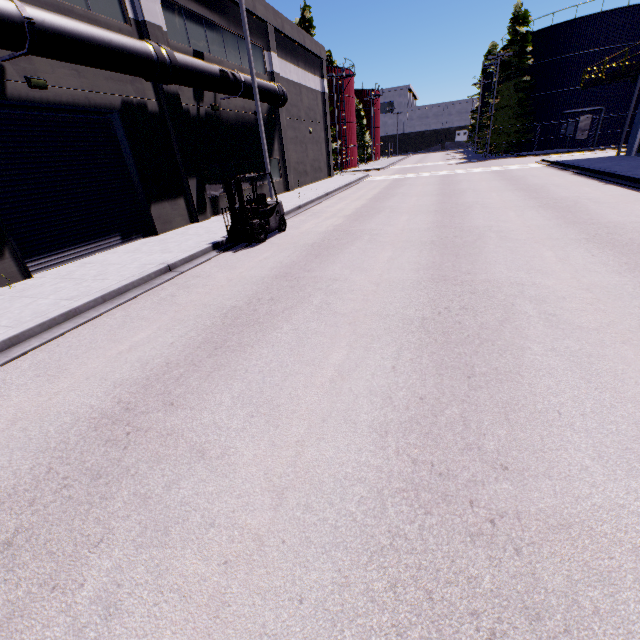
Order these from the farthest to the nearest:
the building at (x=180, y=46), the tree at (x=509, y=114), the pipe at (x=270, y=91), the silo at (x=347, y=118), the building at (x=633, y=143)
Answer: the silo at (x=347, y=118), the tree at (x=509, y=114), the building at (x=633, y=143), the pipe at (x=270, y=91), the building at (x=180, y=46)

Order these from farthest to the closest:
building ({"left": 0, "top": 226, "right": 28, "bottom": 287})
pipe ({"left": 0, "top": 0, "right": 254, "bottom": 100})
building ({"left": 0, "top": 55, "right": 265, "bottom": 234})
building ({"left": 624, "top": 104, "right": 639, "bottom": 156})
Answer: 1. building ({"left": 624, "top": 104, "right": 639, "bottom": 156})
2. building ({"left": 0, "top": 55, "right": 265, "bottom": 234})
3. building ({"left": 0, "top": 226, "right": 28, "bottom": 287})
4. pipe ({"left": 0, "top": 0, "right": 254, "bottom": 100})

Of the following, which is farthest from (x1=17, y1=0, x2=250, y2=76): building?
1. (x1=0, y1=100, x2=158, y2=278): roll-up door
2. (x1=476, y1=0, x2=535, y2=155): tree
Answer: (x1=476, y1=0, x2=535, y2=155): tree

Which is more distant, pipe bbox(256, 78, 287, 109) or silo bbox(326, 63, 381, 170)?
silo bbox(326, 63, 381, 170)

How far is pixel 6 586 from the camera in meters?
2.4

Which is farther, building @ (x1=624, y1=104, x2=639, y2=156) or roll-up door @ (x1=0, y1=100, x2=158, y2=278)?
building @ (x1=624, y1=104, x2=639, y2=156)

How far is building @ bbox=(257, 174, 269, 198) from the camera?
20.8m

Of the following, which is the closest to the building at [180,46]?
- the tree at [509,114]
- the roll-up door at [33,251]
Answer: the roll-up door at [33,251]
